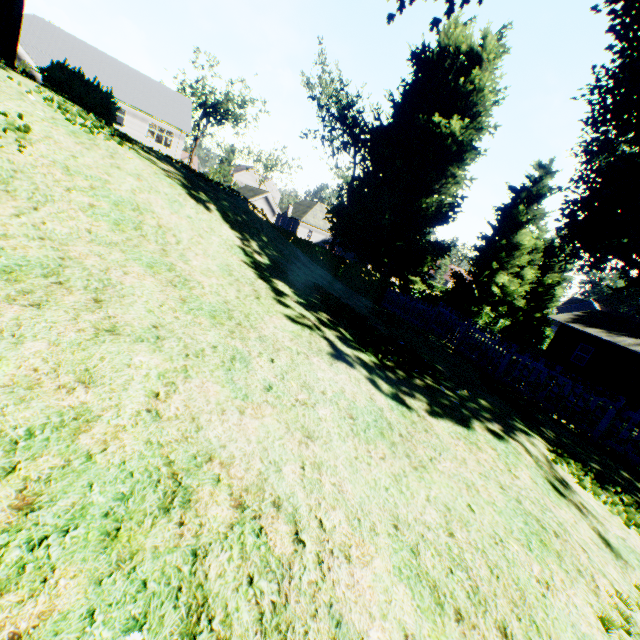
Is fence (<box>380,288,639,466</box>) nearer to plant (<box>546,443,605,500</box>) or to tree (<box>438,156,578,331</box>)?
plant (<box>546,443,605,500</box>)

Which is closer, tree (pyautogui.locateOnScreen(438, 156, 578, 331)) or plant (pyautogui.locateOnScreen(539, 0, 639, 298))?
plant (pyautogui.locateOnScreen(539, 0, 639, 298))

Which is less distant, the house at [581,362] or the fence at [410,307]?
the fence at [410,307]

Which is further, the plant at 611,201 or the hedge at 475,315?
the hedge at 475,315

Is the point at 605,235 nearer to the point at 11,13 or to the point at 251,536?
the point at 251,536

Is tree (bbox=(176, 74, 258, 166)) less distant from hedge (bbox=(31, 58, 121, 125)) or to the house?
the house

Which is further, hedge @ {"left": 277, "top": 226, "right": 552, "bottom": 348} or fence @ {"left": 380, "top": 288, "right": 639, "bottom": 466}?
hedge @ {"left": 277, "top": 226, "right": 552, "bottom": 348}

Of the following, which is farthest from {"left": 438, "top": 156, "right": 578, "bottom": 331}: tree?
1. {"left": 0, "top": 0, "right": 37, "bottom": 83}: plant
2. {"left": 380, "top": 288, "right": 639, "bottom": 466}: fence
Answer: {"left": 380, "top": 288, "right": 639, "bottom": 466}: fence
